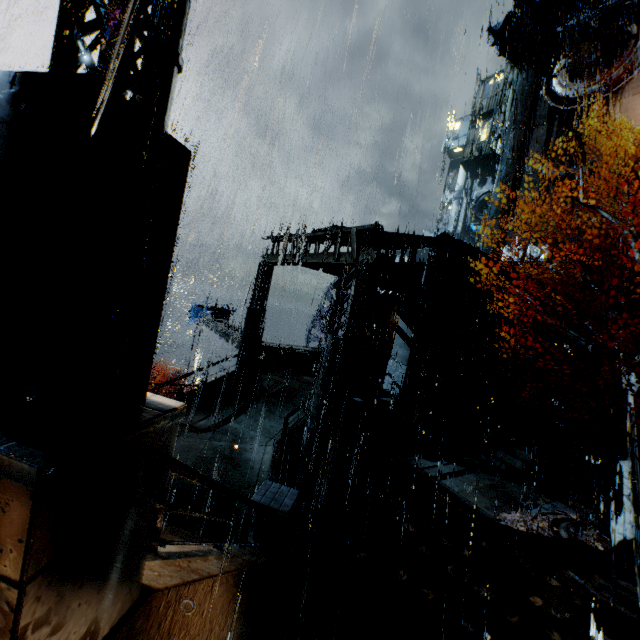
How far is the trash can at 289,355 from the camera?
18.05m

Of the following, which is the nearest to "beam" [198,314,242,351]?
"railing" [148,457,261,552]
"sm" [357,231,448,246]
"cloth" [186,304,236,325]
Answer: "cloth" [186,304,236,325]

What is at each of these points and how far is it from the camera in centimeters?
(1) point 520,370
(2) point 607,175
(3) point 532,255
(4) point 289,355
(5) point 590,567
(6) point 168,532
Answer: (1) stairs, 2125cm
(2) building, 2769cm
(3) building vent, 3117cm
(4) trash can, 1803cm
(5) building vent, 857cm
(6) stairs, 657cm

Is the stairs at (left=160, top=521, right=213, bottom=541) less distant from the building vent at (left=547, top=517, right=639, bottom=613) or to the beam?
the building vent at (left=547, top=517, right=639, bottom=613)

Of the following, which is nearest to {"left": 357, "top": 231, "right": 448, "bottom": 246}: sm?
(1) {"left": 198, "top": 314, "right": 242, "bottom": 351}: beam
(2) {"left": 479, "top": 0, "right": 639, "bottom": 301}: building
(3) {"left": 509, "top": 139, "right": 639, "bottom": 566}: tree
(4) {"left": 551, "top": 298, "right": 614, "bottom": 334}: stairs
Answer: (2) {"left": 479, "top": 0, "right": 639, "bottom": 301}: building

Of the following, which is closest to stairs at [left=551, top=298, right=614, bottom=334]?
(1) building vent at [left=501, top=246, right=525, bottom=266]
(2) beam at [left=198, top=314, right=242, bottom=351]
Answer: (1) building vent at [left=501, top=246, right=525, bottom=266]

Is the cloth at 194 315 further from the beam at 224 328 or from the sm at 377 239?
the sm at 377 239

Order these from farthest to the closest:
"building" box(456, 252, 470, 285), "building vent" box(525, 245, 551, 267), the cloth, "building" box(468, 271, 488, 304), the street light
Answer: "building vent" box(525, 245, 551, 267) < the cloth < "building" box(468, 271, 488, 304) < "building" box(456, 252, 470, 285) < the street light
